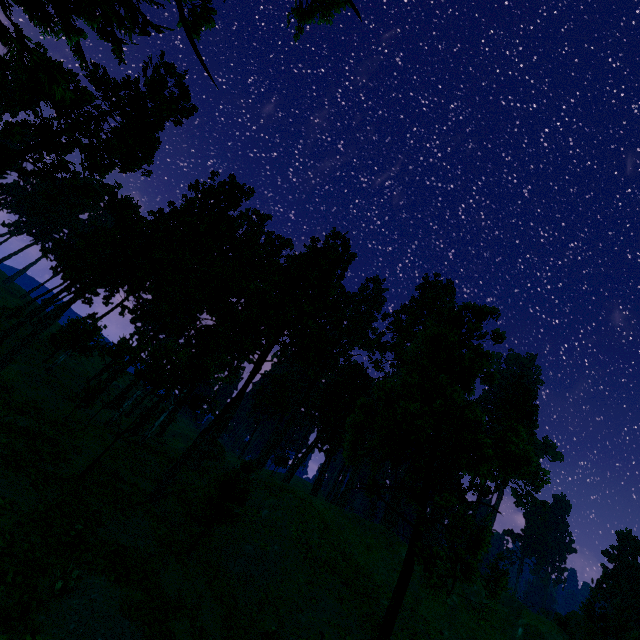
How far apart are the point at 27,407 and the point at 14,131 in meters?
21.9

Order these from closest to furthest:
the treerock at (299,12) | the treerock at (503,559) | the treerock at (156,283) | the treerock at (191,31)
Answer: the treerock at (503,559) → the treerock at (156,283) → the treerock at (191,31) → the treerock at (299,12)

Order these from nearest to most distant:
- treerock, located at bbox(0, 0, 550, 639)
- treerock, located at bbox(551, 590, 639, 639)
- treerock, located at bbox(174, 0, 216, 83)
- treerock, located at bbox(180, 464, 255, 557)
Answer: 1. treerock, located at bbox(0, 0, 550, 639)
2. treerock, located at bbox(174, 0, 216, 83)
3. treerock, located at bbox(180, 464, 255, 557)
4. treerock, located at bbox(551, 590, 639, 639)

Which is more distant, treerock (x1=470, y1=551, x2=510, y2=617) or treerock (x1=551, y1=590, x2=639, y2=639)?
treerock (x1=551, y1=590, x2=639, y2=639)

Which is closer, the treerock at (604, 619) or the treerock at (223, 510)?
the treerock at (223, 510)

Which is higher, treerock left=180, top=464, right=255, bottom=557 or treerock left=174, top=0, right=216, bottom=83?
treerock left=174, top=0, right=216, bottom=83
